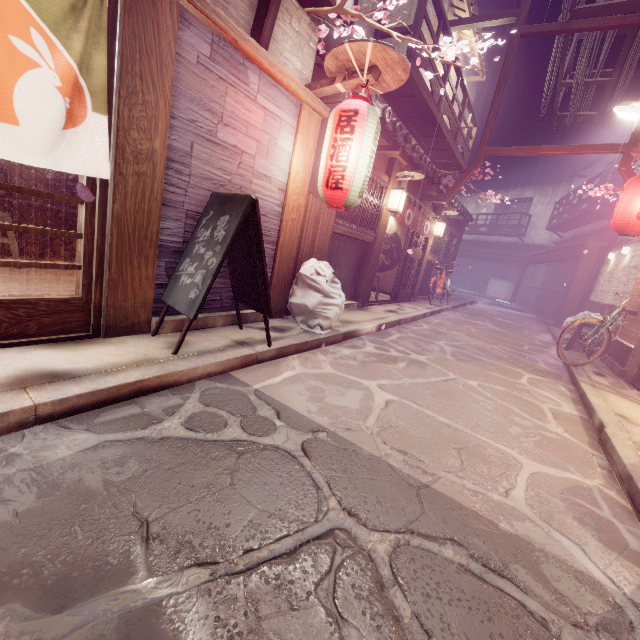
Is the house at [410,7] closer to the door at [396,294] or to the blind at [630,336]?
the door at [396,294]

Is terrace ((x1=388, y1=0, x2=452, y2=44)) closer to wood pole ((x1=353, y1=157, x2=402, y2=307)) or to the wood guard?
wood pole ((x1=353, y1=157, x2=402, y2=307))

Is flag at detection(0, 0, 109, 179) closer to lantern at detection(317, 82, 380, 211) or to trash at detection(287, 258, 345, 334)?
lantern at detection(317, 82, 380, 211)

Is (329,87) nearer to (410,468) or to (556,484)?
(410,468)

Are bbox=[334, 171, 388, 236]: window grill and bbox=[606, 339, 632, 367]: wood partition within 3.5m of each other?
no

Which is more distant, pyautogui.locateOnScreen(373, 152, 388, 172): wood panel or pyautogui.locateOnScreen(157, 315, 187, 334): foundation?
pyautogui.locateOnScreen(373, 152, 388, 172): wood panel

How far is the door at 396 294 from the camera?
16.7m

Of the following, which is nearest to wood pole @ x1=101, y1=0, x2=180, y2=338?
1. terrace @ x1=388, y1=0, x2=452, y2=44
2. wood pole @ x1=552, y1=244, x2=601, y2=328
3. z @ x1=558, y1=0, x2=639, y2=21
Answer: z @ x1=558, y1=0, x2=639, y2=21
